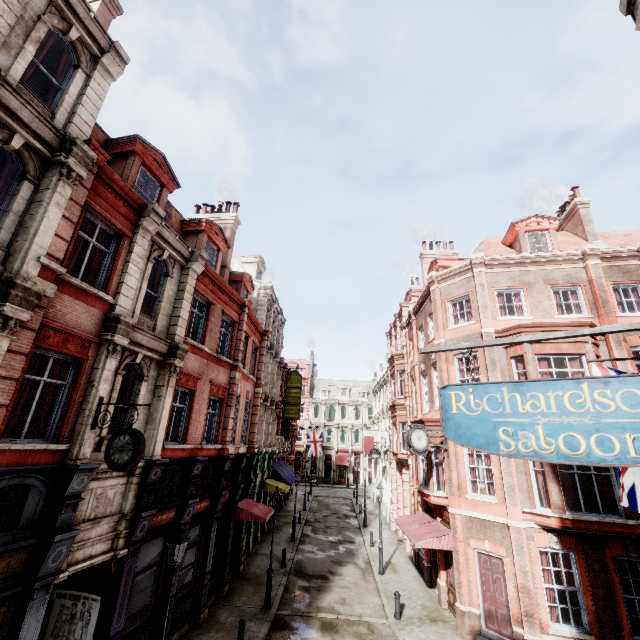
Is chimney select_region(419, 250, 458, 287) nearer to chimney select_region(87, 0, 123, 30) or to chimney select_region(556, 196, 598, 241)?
chimney select_region(556, 196, 598, 241)

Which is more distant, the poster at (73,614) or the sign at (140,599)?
the sign at (140,599)

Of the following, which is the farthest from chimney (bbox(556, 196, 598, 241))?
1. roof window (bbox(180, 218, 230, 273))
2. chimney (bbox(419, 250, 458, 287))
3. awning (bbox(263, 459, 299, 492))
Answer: awning (bbox(263, 459, 299, 492))

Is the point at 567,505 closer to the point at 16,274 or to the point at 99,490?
the point at 99,490

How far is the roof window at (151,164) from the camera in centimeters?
1150cm

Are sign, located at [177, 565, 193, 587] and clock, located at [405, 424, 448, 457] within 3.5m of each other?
no

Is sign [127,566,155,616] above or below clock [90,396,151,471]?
below

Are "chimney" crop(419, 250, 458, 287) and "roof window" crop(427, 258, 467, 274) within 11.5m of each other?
yes
